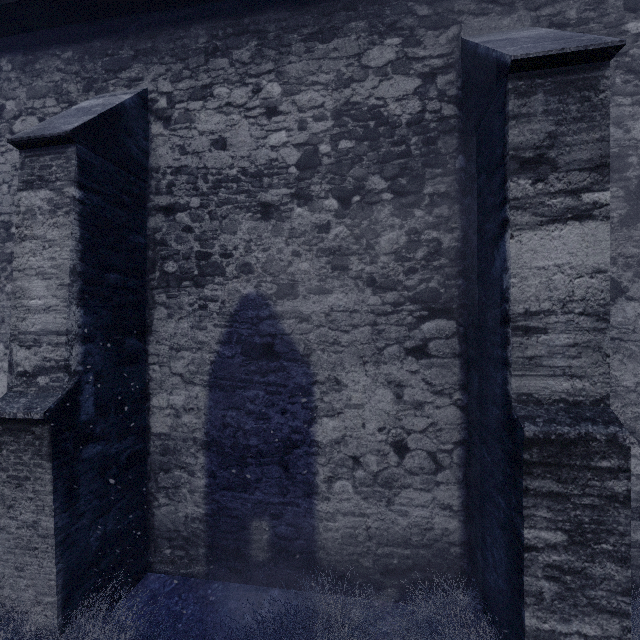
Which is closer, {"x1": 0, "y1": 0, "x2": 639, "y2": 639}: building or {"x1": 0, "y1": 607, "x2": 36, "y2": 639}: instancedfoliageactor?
{"x1": 0, "y1": 0, "x2": 639, "y2": 639}: building

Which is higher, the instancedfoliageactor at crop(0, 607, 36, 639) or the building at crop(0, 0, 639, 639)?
the building at crop(0, 0, 639, 639)

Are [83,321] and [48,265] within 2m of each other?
yes

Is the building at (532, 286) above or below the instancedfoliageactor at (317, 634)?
above

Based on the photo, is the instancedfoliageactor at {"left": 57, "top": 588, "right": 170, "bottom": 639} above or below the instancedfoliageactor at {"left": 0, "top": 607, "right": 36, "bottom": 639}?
below

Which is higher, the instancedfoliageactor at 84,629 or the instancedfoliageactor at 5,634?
the instancedfoliageactor at 5,634
